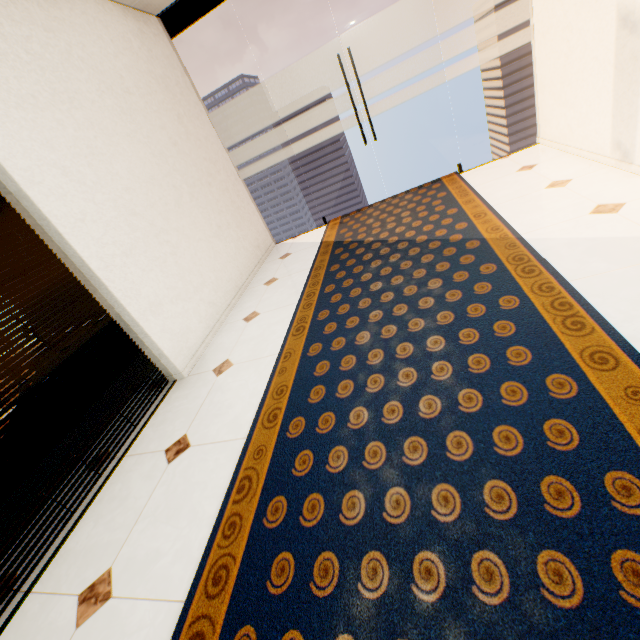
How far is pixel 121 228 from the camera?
2.57m
